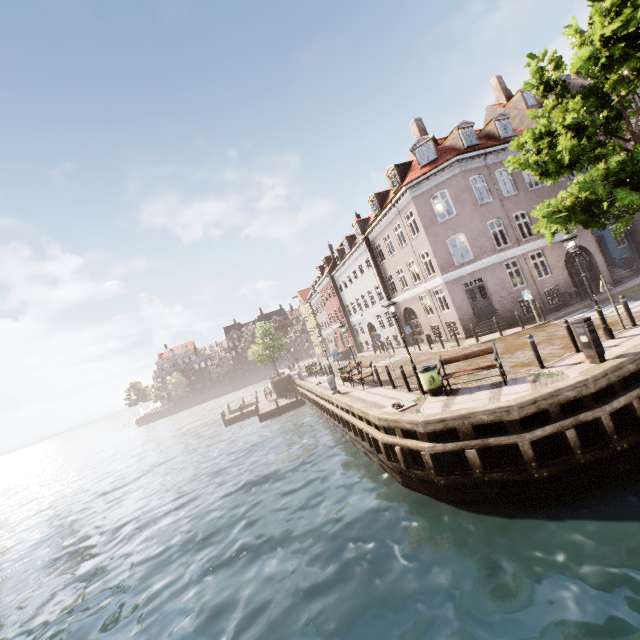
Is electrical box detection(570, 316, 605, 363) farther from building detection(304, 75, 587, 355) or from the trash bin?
building detection(304, 75, 587, 355)

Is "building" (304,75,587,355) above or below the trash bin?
above

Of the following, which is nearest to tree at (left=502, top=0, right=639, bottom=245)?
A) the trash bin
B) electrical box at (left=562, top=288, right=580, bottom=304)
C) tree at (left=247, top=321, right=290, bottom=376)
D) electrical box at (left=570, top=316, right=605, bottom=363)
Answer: electrical box at (left=570, top=316, right=605, bottom=363)

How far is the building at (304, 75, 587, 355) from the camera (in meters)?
19.83

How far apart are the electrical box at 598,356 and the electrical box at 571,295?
13.30m

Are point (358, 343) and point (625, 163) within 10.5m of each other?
no

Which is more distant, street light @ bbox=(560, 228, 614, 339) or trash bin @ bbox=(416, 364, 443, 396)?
trash bin @ bbox=(416, 364, 443, 396)

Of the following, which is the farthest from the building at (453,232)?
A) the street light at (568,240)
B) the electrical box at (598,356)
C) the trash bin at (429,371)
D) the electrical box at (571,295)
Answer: the electrical box at (598,356)
